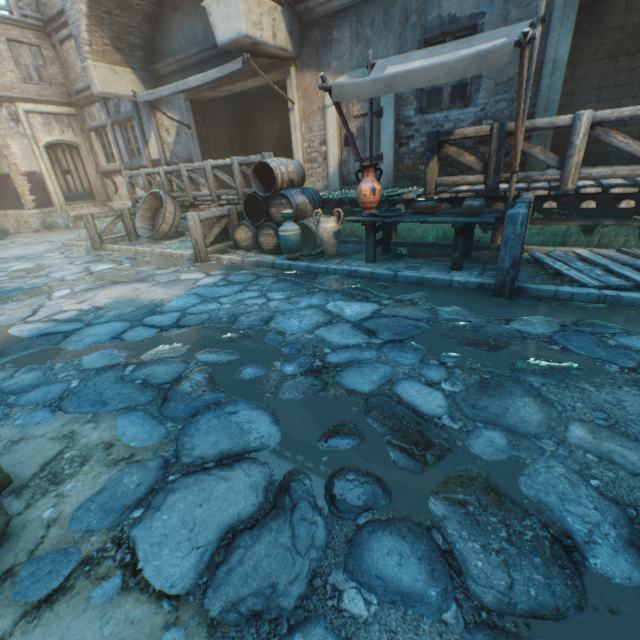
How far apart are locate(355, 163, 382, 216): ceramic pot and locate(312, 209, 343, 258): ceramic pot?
0.4 meters

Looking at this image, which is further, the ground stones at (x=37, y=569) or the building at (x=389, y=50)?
the building at (x=389, y=50)

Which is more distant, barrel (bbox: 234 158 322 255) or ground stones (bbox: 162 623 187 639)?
barrel (bbox: 234 158 322 255)

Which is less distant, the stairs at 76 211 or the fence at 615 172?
the fence at 615 172

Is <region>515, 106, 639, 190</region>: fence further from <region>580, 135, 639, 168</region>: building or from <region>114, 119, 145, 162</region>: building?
<region>114, 119, 145, 162</region>: building

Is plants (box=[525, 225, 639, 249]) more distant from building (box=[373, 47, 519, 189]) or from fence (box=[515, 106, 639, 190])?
building (box=[373, 47, 519, 189])

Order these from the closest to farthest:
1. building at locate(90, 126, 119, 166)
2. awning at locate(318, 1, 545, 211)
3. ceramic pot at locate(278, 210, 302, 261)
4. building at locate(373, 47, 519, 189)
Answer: awning at locate(318, 1, 545, 211)
ceramic pot at locate(278, 210, 302, 261)
building at locate(373, 47, 519, 189)
building at locate(90, 126, 119, 166)

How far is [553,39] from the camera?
5.53m
